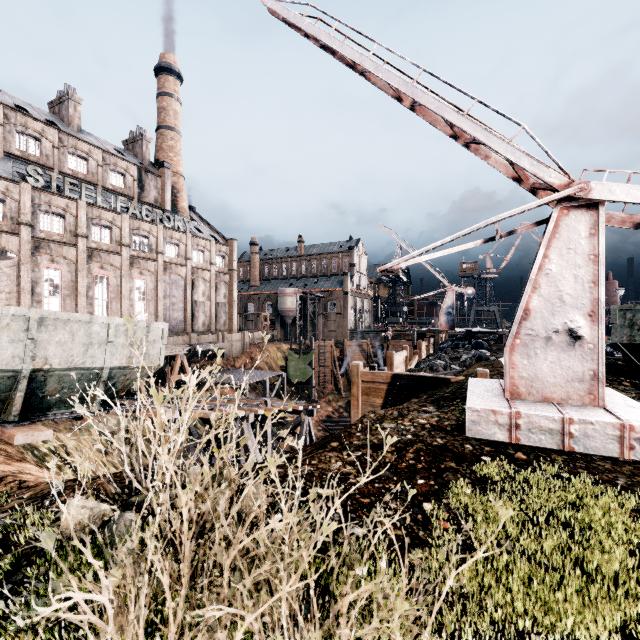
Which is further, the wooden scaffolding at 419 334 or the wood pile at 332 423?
the wood pile at 332 423

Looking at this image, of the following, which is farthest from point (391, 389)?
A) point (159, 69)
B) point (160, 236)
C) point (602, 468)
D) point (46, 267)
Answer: point (159, 69)

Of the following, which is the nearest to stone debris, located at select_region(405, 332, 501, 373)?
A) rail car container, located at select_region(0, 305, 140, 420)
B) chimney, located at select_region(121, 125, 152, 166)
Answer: rail car container, located at select_region(0, 305, 140, 420)

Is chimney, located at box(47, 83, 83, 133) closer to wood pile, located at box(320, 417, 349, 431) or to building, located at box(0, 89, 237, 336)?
building, located at box(0, 89, 237, 336)

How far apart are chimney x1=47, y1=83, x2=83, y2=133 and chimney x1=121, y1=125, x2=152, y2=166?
7.59m

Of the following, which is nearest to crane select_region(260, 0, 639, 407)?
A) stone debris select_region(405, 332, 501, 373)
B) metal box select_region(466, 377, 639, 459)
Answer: metal box select_region(466, 377, 639, 459)

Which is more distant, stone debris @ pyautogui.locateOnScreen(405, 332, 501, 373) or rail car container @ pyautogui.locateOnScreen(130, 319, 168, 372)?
stone debris @ pyautogui.locateOnScreen(405, 332, 501, 373)

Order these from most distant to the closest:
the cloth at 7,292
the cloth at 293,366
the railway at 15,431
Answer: the cloth at 293,366, the cloth at 7,292, the railway at 15,431
